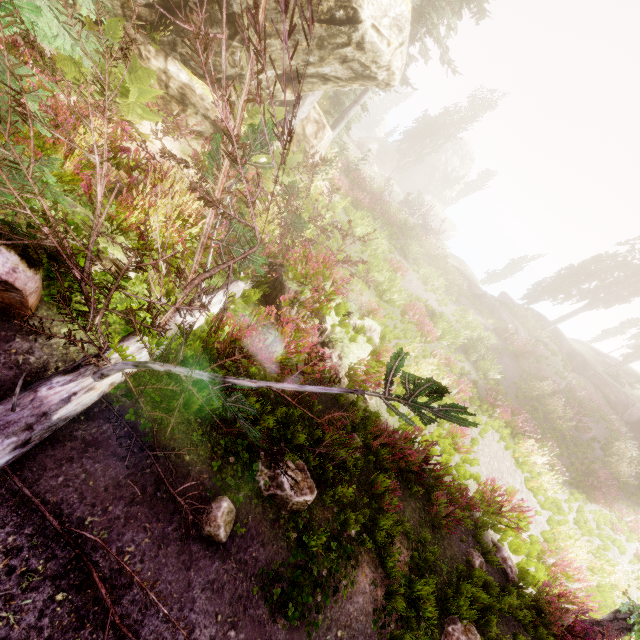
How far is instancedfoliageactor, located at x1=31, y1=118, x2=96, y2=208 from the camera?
3.2m

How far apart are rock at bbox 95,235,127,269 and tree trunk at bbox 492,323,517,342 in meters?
22.3 m

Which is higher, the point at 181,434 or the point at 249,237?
the point at 249,237

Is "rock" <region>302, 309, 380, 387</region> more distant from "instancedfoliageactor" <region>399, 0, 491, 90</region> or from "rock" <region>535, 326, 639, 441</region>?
"rock" <region>535, 326, 639, 441</region>

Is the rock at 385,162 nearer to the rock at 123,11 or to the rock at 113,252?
the rock at 123,11

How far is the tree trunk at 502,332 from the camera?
21.3 meters

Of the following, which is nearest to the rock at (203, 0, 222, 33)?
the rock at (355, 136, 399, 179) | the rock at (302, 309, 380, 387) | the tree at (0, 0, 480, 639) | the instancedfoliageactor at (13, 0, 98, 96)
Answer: the instancedfoliageactor at (13, 0, 98, 96)

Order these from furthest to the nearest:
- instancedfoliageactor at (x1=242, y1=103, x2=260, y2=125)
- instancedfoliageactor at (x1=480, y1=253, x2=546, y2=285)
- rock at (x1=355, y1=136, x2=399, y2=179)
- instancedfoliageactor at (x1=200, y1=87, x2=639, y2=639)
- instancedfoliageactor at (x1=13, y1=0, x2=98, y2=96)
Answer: instancedfoliageactor at (x1=480, y1=253, x2=546, y2=285) → rock at (x1=355, y1=136, x2=399, y2=179) → instancedfoliageactor at (x1=242, y1=103, x2=260, y2=125) → instancedfoliageactor at (x1=200, y1=87, x2=639, y2=639) → instancedfoliageactor at (x1=13, y1=0, x2=98, y2=96)
